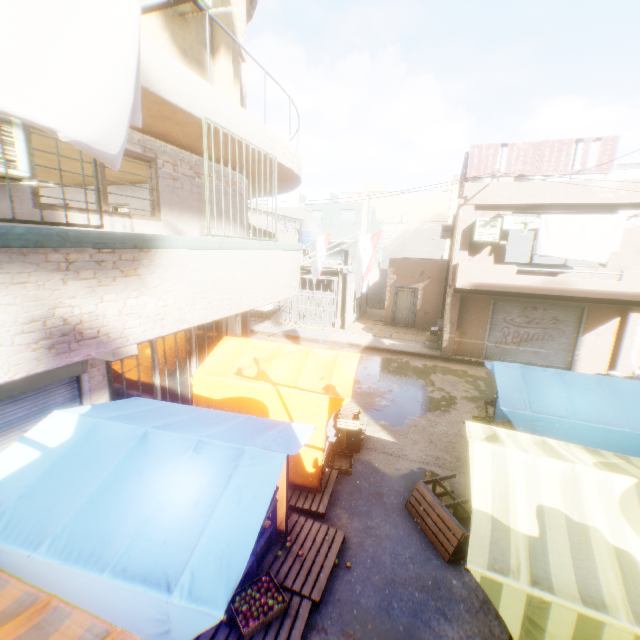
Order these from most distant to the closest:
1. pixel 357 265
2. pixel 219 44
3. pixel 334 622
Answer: pixel 357 265 → pixel 219 44 → pixel 334 622

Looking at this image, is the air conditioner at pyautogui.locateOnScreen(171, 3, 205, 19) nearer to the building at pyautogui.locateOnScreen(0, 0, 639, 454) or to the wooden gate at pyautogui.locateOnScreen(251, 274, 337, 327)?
the building at pyautogui.locateOnScreen(0, 0, 639, 454)

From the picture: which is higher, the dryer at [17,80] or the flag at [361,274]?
the dryer at [17,80]

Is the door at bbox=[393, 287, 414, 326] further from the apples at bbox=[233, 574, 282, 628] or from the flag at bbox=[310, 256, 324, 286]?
the apples at bbox=[233, 574, 282, 628]

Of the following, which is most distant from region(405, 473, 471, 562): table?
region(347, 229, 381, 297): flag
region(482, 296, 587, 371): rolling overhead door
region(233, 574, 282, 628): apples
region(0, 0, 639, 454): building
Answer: region(347, 229, 381, 297): flag

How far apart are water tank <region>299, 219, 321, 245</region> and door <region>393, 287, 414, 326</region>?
1.68m

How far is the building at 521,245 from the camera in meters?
20.8 m

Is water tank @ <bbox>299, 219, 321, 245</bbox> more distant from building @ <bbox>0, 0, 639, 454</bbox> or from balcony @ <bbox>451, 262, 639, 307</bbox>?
balcony @ <bbox>451, 262, 639, 307</bbox>
